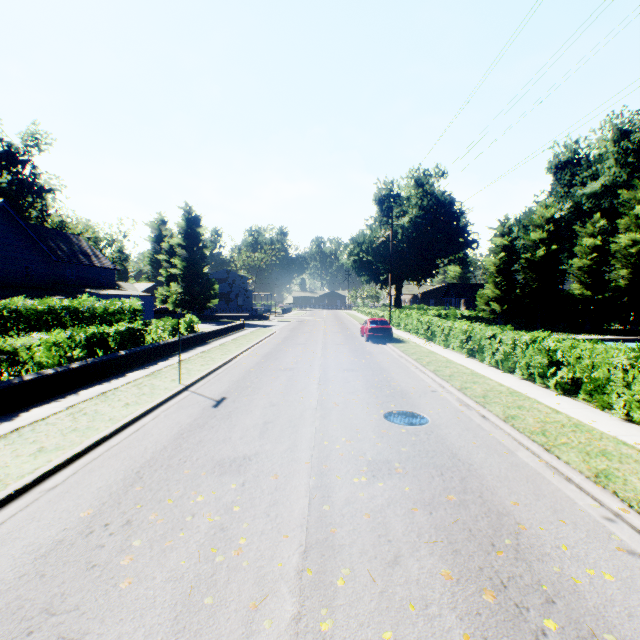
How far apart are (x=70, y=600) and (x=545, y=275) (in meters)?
41.54

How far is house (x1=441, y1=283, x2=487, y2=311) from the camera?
45.9 meters

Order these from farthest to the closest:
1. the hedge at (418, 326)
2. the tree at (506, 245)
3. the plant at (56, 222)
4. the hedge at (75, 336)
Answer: the plant at (56, 222)
the tree at (506, 245)
the hedge at (75, 336)
the hedge at (418, 326)

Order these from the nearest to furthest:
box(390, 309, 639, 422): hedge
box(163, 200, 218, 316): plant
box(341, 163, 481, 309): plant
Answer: box(390, 309, 639, 422): hedge
box(163, 200, 218, 316): plant
box(341, 163, 481, 309): plant

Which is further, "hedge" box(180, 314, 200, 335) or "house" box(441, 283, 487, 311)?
"house" box(441, 283, 487, 311)

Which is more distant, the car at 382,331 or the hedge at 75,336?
the car at 382,331

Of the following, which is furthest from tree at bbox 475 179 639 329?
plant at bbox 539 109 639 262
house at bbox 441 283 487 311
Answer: house at bbox 441 283 487 311

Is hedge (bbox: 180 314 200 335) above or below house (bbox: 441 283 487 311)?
below
